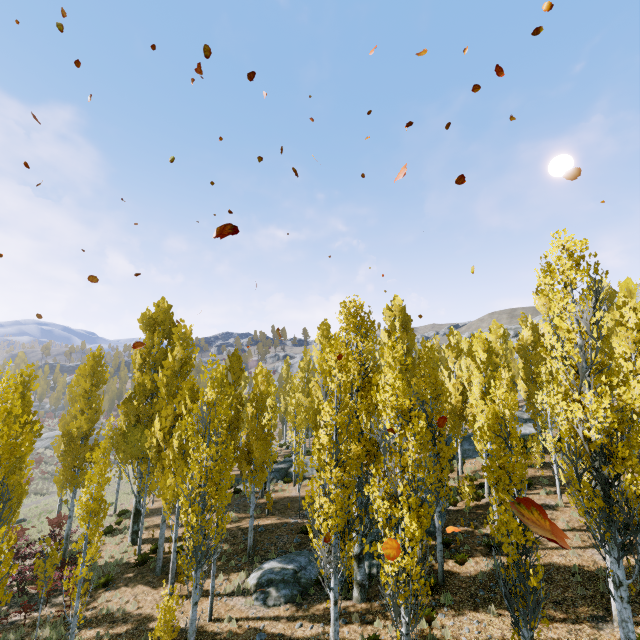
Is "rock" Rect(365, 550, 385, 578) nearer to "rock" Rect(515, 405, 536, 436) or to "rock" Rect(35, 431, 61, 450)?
"rock" Rect(515, 405, 536, 436)

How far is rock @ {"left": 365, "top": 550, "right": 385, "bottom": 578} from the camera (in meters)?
14.08

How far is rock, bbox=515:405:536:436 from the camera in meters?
27.9

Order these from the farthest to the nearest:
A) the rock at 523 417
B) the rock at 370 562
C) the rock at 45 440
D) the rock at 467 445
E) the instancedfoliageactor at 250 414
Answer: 1. the rock at 45 440
2. the rock at 523 417
3. the rock at 467 445
4. the rock at 370 562
5. the instancedfoliageactor at 250 414

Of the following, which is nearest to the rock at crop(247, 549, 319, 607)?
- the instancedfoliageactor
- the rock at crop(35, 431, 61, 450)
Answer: the instancedfoliageactor

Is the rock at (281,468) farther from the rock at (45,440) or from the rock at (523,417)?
the rock at (45,440)

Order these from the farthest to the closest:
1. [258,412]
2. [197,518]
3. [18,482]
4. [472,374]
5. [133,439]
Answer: [472,374], [133,439], [258,412], [18,482], [197,518]

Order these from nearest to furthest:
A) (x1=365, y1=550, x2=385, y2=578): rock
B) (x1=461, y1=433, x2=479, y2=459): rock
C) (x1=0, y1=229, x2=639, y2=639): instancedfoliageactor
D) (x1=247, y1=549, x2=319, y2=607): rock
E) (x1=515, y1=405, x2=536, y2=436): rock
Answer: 1. (x1=0, y1=229, x2=639, y2=639): instancedfoliageactor
2. (x1=247, y1=549, x2=319, y2=607): rock
3. (x1=365, y1=550, x2=385, y2=578): rock
4. (x1=461, y1=433, x2=479, y2=459): rock
5. (x1=515, y1=405, x2=536, y2=436): rock
